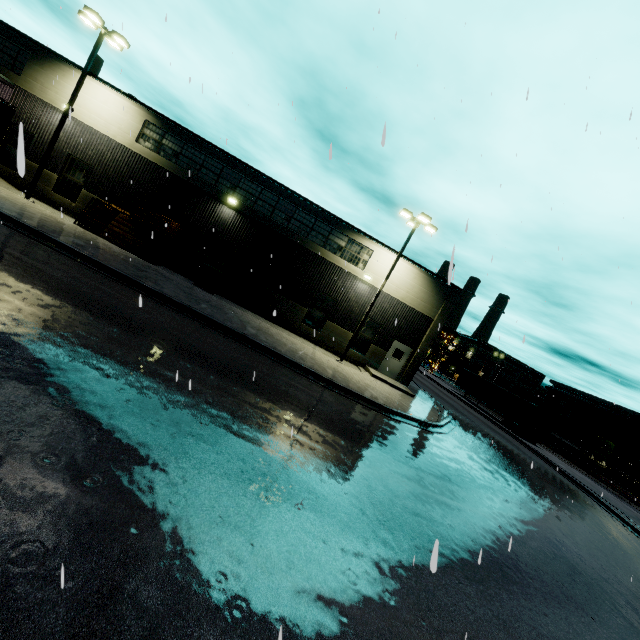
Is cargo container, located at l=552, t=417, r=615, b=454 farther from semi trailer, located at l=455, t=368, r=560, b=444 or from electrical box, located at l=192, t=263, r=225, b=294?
electrical box, located at l=192, t=263, r=225, b=294

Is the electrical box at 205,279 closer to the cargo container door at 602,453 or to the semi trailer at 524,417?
the semi trailer at 524,417

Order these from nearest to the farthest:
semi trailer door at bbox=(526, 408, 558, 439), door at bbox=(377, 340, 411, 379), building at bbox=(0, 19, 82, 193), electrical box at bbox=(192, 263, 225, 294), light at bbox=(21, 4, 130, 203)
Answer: light at bbox=(21, 4, 130, 203) < building at bbox=(0, 19, 82, 193) < electrical box at bbox=(192, 263, 225, 294) < door at bbox=(377, 340, 411, 379) < semi trailer door at bbox=(526, 408, 558, 439)

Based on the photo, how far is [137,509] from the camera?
3.6m

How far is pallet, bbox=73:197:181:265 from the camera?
17.5 meters

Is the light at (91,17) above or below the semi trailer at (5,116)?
above

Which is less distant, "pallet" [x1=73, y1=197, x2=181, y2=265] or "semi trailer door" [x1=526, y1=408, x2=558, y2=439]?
"pallet" [x1=73, y1=197, x2=181, y2=265]

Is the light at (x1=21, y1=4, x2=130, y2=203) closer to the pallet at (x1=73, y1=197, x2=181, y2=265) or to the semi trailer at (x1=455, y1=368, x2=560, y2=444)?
the pallet at (x1=73, y1=197, x2=181, y2=265)
